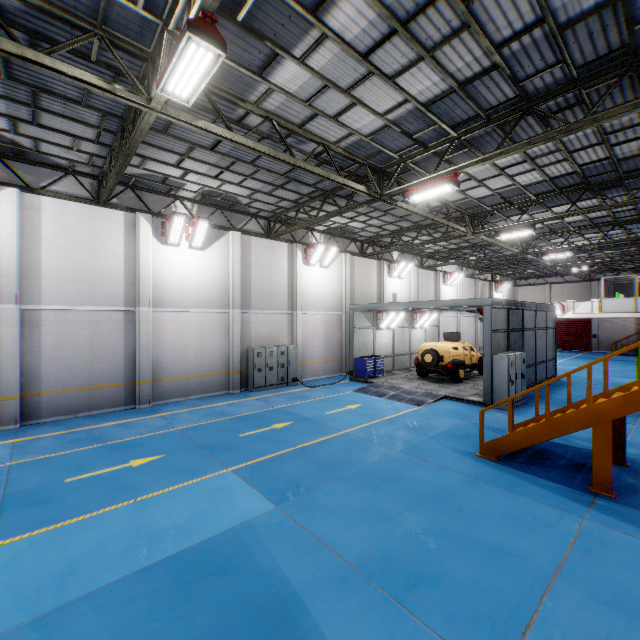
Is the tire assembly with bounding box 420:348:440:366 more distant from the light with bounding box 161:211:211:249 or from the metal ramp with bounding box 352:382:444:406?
the light with bounding box 161:211:211:249

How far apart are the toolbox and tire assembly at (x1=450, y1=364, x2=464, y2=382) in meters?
3.8 m

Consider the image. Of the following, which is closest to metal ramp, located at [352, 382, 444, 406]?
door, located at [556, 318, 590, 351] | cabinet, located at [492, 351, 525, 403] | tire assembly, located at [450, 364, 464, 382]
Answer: cabinet, located at [492, 351, 525, 403]

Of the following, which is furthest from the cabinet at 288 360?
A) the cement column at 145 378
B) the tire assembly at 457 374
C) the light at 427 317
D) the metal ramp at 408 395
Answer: the light at 427 317

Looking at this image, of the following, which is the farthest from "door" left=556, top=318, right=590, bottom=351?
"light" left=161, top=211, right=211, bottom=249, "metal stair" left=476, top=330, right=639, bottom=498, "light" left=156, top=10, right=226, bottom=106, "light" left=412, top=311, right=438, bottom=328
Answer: "light" left=156, top=10, right=226, bottom=106

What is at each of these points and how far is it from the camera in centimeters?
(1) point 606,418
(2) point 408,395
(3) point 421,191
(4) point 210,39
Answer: (1) metal stair, 662cm
(2) metal ramp, 1489cm
(3) light, 1020cm
(4) light, 469cm

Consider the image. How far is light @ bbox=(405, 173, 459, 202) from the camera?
9.62m

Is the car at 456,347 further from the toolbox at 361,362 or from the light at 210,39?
the light at 210,39
